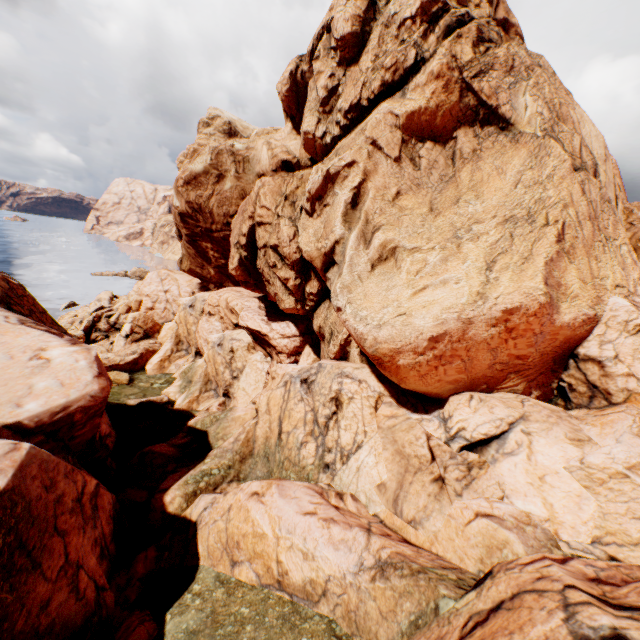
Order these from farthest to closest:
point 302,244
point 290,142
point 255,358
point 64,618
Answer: Answer: point 255,358, point 290,142, point 302,244, point 64,618
